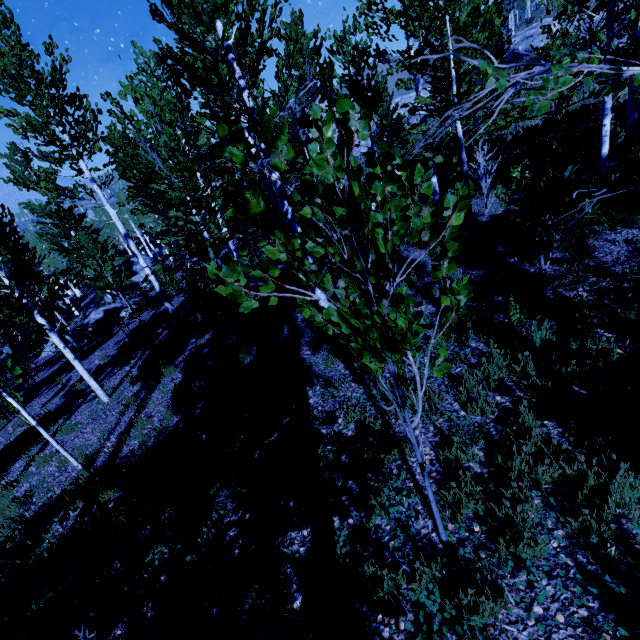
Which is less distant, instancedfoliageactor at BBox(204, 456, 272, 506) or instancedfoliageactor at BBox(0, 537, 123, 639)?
instancedfoliageactor at BBox(0, 537, 123, 639)

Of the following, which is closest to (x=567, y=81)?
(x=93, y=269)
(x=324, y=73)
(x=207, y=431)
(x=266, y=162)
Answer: (x=324, y=73)

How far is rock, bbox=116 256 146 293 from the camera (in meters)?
35.84

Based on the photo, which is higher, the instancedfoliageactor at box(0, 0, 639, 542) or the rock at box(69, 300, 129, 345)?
the instancedfoliageactor at box(0, 0, 639, 542)

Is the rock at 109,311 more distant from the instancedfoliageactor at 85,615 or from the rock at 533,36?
the rock at 533,36

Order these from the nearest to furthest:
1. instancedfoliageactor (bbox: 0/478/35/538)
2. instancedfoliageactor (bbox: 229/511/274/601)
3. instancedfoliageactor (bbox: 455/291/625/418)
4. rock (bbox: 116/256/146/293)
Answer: instancedfoliageactor (bbox: 229/511/274/601)
instancedfoliageactor (bbox: 455/291/625/418)
instancedfoliageactor (bbox: 0/478/35/538)
rock (bbox: 116/256/146/293)

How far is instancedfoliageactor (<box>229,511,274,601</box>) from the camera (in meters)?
3.01

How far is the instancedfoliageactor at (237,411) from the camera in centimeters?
461cm
